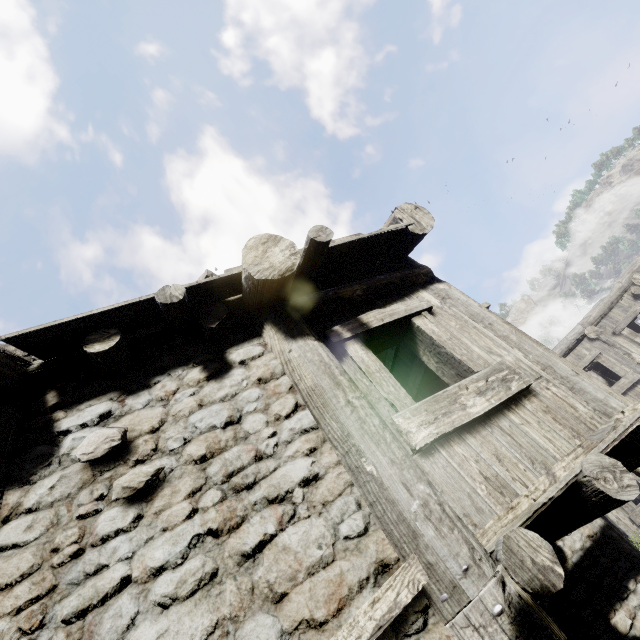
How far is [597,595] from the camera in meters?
5.5 m
